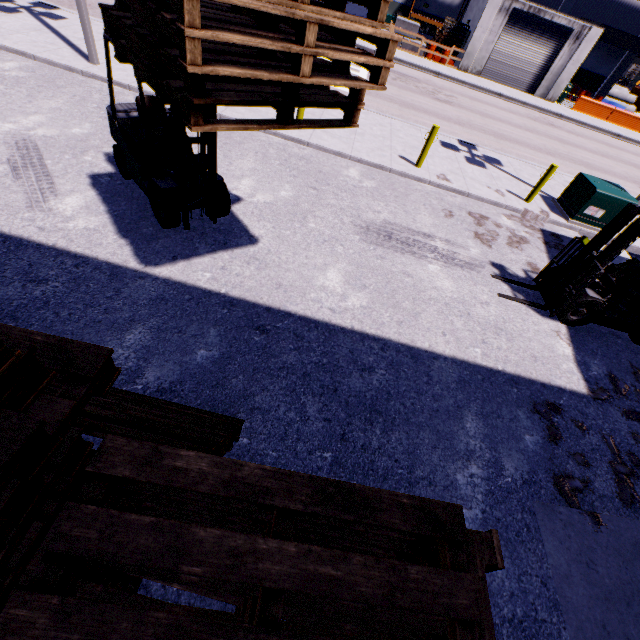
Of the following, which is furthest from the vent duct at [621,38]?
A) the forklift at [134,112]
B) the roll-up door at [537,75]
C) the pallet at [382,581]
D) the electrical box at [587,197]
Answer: the pallet at [382,581]

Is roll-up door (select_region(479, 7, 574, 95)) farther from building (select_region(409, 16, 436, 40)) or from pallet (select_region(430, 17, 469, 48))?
pallet (select_region(430, 17, 469, 48))

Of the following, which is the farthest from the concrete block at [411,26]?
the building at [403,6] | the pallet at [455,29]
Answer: the building at [403,6]

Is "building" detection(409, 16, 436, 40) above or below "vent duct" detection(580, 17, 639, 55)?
below

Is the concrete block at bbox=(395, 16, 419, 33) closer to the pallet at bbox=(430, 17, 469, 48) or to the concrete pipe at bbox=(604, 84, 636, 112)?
the pallet at bbox=(430, 17, 469, 48)

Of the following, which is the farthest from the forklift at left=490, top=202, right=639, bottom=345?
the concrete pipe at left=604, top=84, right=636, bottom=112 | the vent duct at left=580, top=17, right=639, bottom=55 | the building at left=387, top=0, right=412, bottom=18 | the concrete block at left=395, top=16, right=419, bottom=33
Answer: the concrete pipe at left=604, top=84, right=636, bottom=112

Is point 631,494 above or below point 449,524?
below

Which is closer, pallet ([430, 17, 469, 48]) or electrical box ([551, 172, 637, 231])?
electrical box ([551, 172, 637, 231])
